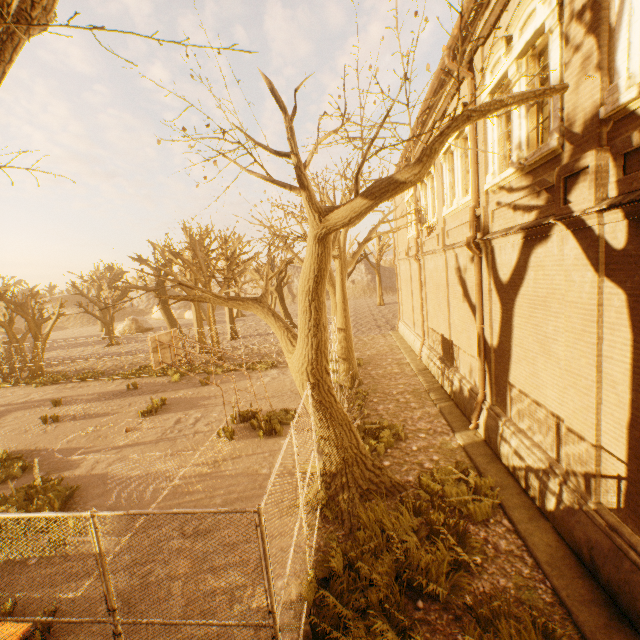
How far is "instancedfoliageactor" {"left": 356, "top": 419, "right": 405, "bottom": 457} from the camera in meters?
9.6

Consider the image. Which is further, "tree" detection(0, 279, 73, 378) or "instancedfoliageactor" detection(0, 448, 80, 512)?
"tree" detection(0, 279, 73, 378)

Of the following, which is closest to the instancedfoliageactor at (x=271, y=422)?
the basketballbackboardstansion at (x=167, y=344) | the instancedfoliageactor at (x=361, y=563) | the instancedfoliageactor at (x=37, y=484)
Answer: the basketballbackboardstansion at (x=167, y=344)

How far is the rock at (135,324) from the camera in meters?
45.5 m

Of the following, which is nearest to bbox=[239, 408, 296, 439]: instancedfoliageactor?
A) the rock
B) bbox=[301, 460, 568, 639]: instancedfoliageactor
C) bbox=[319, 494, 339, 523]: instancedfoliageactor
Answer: bbox=[319, 494, 339, 523]: instancedfoliageactor

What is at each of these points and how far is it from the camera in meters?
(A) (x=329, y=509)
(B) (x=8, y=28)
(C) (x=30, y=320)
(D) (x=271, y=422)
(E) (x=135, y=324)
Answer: (A) instancedfoliageactor, 7.4
(B) tree, 2.7
(C) tree, 24.0
(D) instancedfoliageactor, 12.1
(E) rock, 45.5

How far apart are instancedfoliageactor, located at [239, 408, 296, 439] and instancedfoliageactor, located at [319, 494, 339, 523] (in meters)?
4.47

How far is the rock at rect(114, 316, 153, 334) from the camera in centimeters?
4553cm
